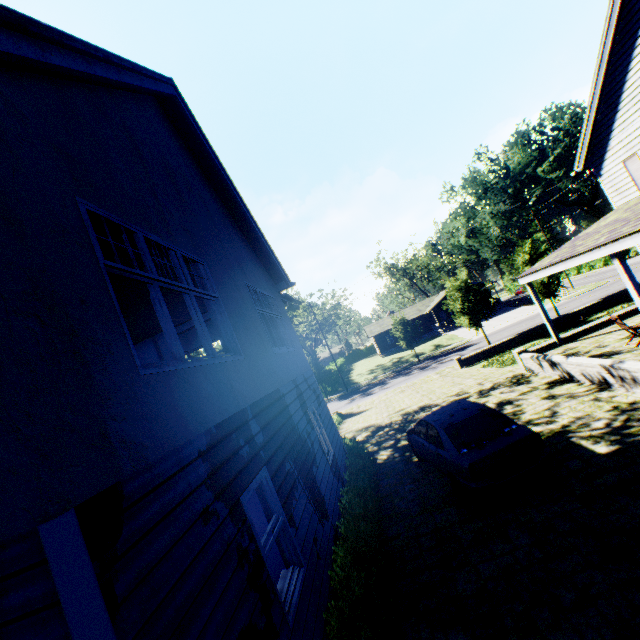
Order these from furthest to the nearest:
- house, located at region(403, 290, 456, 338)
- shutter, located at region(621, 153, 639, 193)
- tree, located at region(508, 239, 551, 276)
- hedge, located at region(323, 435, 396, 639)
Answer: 1. house, located at region(403, 290, 456, 338)
2. tree, located at region(508, 239, 551, 276)
3. shutter, located at region(621, 153, 639, 193)
4. hedge, located at region(323, 435, 396, 639)

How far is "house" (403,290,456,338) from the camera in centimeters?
5059cm

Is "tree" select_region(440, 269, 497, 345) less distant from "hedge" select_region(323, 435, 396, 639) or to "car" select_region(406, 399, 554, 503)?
"hedge" select_region(323, 435, 396, 639)

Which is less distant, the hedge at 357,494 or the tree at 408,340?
the hedge at 357,494

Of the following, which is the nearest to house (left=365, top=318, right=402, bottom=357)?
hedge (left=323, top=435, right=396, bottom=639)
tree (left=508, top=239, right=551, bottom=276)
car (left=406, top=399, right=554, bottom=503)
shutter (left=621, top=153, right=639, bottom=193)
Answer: tree (left=508, top=239, right=551, bottom=276)

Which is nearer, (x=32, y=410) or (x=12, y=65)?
(x=32, y=410)

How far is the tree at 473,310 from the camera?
26.75m
